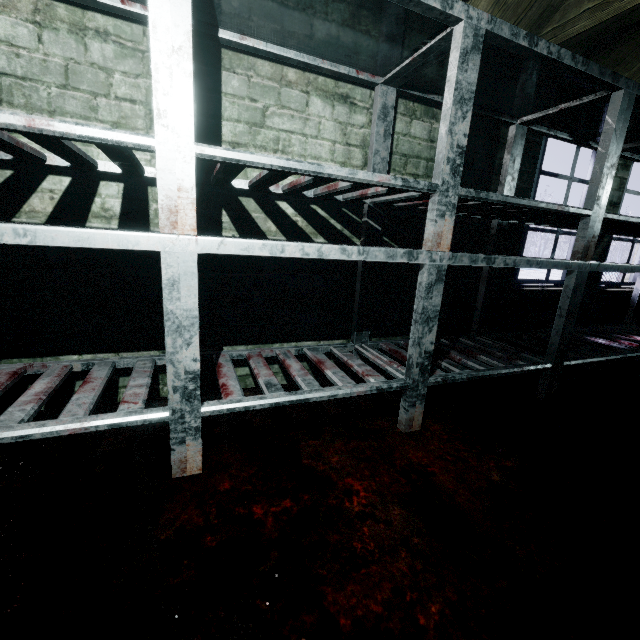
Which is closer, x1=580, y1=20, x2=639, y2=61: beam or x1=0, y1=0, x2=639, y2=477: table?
x1=0, y1=0, x2=639, y2=477: table

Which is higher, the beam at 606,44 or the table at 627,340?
the beam at 606,44

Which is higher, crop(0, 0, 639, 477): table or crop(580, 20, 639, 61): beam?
crop(580, 20, 639, 61): beam

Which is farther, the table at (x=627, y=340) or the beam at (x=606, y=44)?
the beam at (x=606, y=44)

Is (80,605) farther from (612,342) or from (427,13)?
(612,342)
